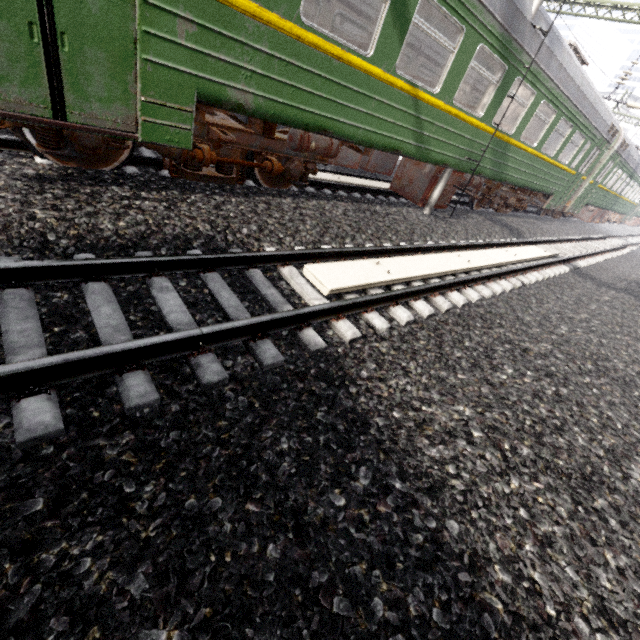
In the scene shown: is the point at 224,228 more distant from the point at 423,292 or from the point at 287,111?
the point at 423,292

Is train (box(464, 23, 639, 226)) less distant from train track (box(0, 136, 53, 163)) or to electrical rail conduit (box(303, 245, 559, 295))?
train track (box(0, 136, 53, 163))

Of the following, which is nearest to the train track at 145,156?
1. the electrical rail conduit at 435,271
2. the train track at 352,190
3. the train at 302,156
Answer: the train at 302,156

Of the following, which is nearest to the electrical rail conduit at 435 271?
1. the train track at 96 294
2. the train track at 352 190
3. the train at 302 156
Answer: the train track at 96 294

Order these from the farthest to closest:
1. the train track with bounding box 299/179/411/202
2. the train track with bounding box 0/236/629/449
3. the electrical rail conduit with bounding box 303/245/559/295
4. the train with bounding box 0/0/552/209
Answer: the train track with bounding box 299/179/411/202, the electrical rail conduit with bounding box 303/245/559/295, the train with bounding box 0/0/552/209, the train track with bounding box 0/236/629/449

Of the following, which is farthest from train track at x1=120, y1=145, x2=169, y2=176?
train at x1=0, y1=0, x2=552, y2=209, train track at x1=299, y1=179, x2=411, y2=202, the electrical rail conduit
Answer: the electrical rail conduit

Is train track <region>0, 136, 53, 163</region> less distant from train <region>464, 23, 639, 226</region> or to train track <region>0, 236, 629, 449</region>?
train <region>464, 23, 639, 226</region>

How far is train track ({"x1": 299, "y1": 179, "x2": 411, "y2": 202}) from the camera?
7.2 meters
